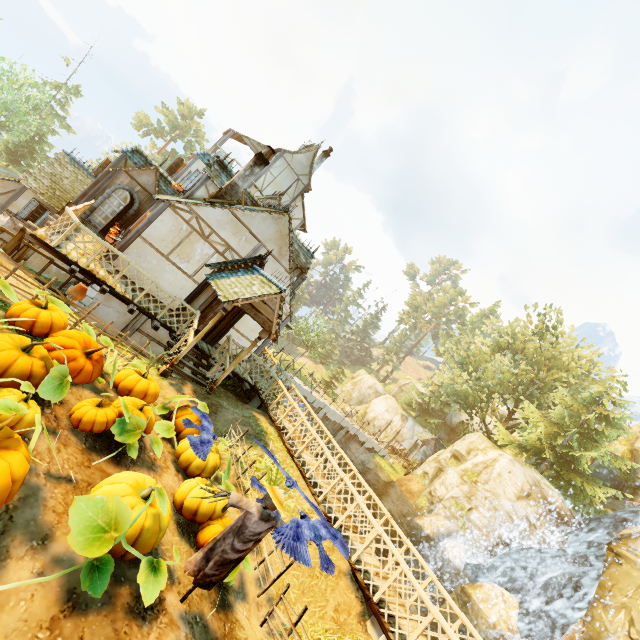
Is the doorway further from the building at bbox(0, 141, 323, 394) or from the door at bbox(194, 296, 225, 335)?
the door at bbox(194, 296, 225, 335)

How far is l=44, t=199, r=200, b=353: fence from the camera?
9.3m

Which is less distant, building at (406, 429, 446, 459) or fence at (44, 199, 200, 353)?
fence at (44, 199, 200, 353)

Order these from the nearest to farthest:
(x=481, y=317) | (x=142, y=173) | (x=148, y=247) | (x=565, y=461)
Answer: (x=148, y=247)
(x=142, y=173)
(x=565, y=461)
(x=481, y=317)

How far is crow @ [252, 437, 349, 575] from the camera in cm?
406

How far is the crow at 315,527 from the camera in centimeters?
406cm

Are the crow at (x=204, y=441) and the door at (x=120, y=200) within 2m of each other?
no

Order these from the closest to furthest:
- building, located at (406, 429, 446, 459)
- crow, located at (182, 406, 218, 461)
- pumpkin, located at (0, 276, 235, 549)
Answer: pumpkin, located at (0, 276, 235, 549) → crow, located at (182, 406, 218, 461) → building, located at (406, 429, 446, 459)
